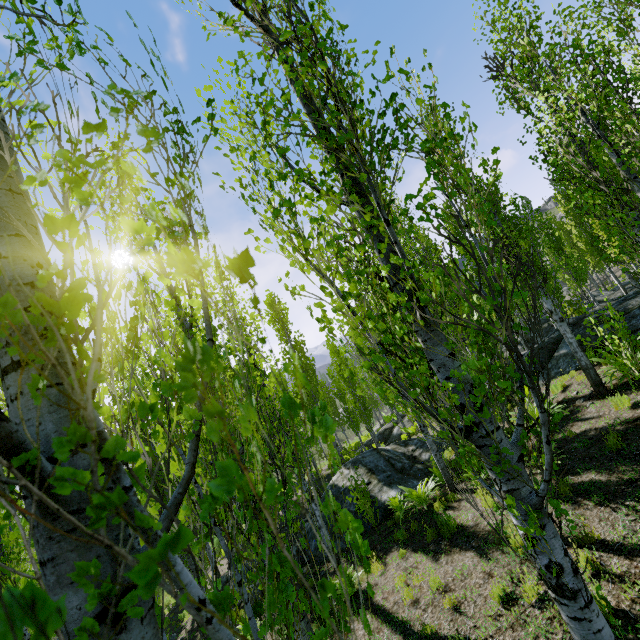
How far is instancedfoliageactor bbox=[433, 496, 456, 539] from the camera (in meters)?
7.53

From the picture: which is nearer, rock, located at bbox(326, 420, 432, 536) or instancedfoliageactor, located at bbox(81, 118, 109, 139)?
instancedfoliageactor, located at bbox(81, 118, 109, 139)

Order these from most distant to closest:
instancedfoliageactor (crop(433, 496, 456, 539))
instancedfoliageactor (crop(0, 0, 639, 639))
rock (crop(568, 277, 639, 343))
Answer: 1. rock (crop(568, 277, 639, 343))
2. instancedfoliageactor (crop(433, 496, 456, 539))
3. instancedfoliageactor (crop(0, 0, 639, 639))

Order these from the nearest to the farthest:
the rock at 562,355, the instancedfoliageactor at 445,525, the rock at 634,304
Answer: the instancedfoliageactor at 445,525, the rock at 634,304, the rock at 562,355

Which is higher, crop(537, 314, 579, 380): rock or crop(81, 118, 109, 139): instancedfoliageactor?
crop(81, 118, 109, 139): instancedfoliageactor

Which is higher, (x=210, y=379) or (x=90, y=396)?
(x=210, y=379)

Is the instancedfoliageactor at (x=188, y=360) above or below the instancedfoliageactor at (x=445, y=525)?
above
